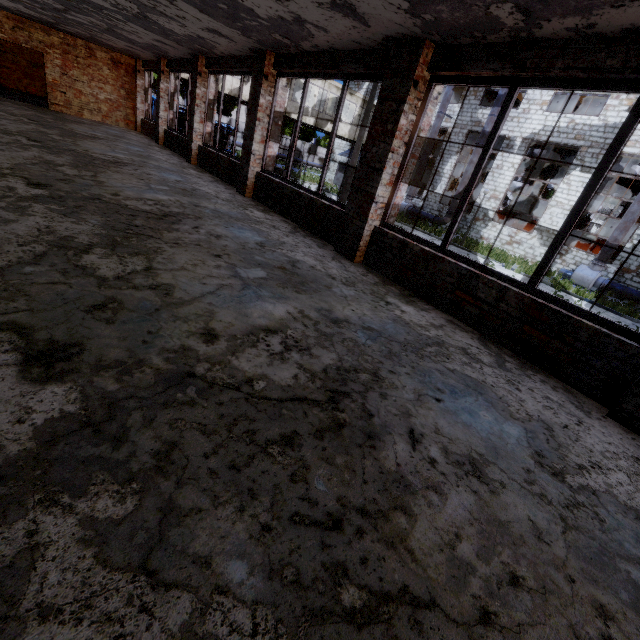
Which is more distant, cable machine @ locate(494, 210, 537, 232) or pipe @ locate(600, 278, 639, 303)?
cable machine @ locate(494, 210, 537, 232)

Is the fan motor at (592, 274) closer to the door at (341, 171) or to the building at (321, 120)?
the building at (321, 120)

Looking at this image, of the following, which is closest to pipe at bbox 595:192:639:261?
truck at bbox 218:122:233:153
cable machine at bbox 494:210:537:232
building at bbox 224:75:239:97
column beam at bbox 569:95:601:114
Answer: cable machine at bbox 494:210:537:232

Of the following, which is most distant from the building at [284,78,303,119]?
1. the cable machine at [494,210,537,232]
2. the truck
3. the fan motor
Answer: the fan motor

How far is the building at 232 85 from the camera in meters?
→ 20.4

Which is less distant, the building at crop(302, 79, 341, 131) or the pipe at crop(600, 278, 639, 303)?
the pipe at crop(600, 278, 639, 303)

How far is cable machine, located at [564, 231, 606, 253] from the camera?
20.2 meters

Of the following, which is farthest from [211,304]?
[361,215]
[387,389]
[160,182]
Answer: [160,182]
